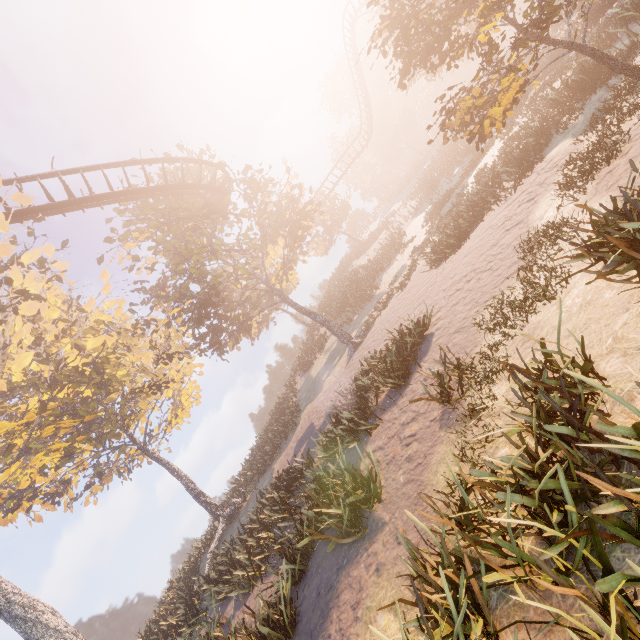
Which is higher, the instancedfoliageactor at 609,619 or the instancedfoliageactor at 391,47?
the instancedfoliageactor at 391,47

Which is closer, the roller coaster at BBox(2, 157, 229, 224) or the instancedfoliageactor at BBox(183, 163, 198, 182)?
the roller coaster at BBox(2, 157, 229, 224)

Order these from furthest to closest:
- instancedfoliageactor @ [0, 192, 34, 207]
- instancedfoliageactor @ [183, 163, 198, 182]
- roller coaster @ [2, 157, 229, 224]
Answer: instancedfoliageactor @ [183, 163, 198, 182], roller coaster @ [2, 157, 229, 224], instancedfoliageactor @ [0, 192, 34, 207]

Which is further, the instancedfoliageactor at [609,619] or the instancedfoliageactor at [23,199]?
the instancedfoliageactor at [23,199]

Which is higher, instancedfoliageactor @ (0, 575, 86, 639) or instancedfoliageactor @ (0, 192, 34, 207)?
instancedfoliageactor @ (0, 192, 34, 207)

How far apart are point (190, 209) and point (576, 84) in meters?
21.2

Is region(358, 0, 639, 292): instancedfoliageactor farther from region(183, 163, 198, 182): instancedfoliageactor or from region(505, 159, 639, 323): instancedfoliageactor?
region(505, 159, 639, 323): instancedfoliageactor

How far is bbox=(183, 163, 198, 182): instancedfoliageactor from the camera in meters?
20.0
